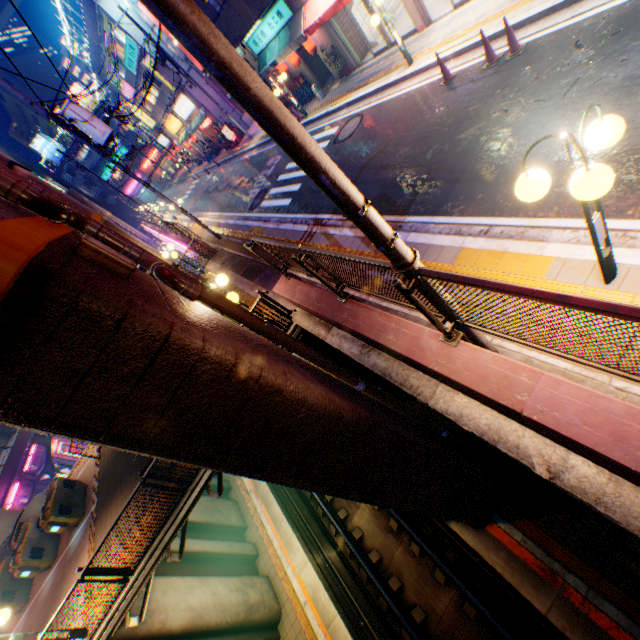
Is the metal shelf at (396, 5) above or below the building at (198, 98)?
below

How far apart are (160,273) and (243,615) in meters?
12.0 m

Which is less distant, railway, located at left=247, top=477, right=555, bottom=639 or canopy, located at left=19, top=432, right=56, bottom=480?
railway, located at left=247, top=477, right=555, bottom=639

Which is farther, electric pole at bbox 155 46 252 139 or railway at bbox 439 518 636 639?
electric pole at bbox 155 46 252 139

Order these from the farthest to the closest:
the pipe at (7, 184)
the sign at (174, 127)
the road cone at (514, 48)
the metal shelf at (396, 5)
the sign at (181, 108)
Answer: the sign at (174, 127) → the sign at (181, 108) → the metal shelf at (396, 5) → the road cone at (514, 48) → the pipe at (7, 184)

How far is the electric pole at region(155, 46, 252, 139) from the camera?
20.6m

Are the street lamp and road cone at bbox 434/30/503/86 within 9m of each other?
yes

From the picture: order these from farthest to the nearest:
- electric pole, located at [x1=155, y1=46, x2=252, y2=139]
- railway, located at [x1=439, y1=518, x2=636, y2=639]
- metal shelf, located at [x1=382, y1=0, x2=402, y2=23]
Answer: electric pole, located at [x1=155, y1=46, x2=252, y2=139] → metal shelf, located at [x1=382, y1=0, x2=402, y2=23] → railway, located at [x1=439, y1=518, x2=636, y2=639]
